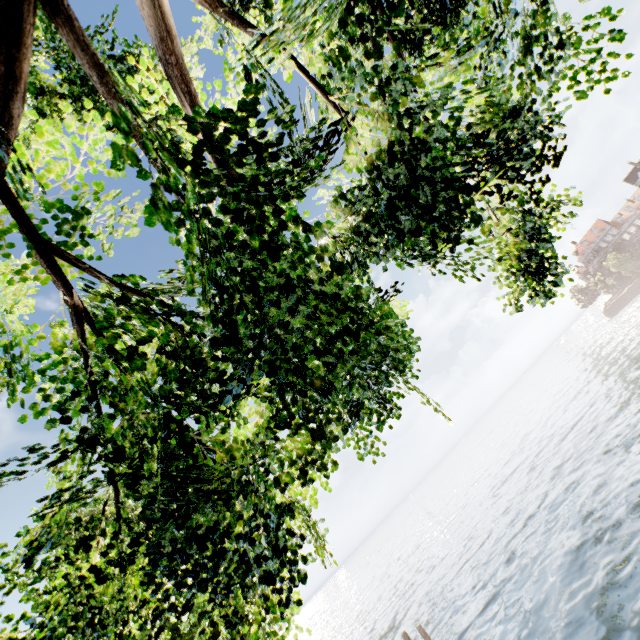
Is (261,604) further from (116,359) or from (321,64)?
(321,64)
